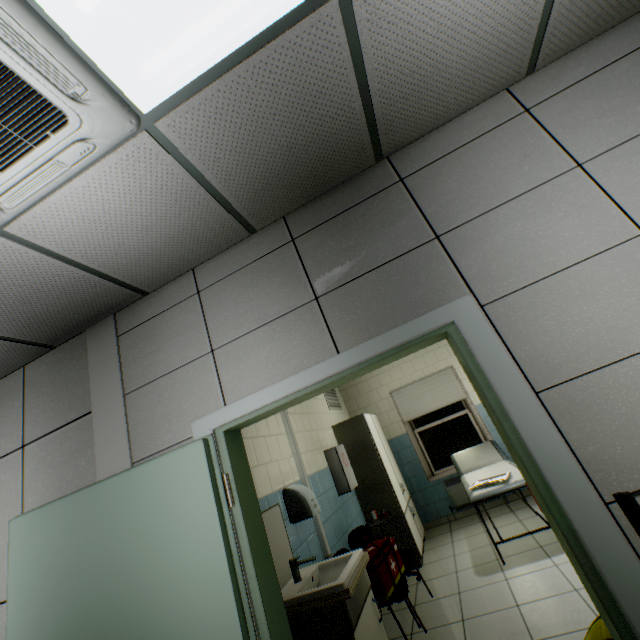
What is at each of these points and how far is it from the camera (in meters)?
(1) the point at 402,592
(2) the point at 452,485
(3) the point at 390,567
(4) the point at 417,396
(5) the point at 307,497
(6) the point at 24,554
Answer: (1) chair, 2.79
(2) radiator, 5.67
(3) medical bag, 2.93
(4) blinds, 6.34
(5) hand dryer, 2.99
(6) door, 1.97

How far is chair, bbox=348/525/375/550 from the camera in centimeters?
357cm

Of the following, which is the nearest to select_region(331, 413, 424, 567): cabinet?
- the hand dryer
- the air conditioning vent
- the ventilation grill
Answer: the ventilation grill

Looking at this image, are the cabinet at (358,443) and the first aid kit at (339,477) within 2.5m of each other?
yes

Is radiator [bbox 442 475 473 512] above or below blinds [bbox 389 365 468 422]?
below

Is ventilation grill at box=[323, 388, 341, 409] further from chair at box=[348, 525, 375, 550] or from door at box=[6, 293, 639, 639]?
door at box=[6, 293, 639, 639]

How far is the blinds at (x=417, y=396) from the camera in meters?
6.2

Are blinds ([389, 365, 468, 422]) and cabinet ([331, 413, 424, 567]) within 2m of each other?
yes
